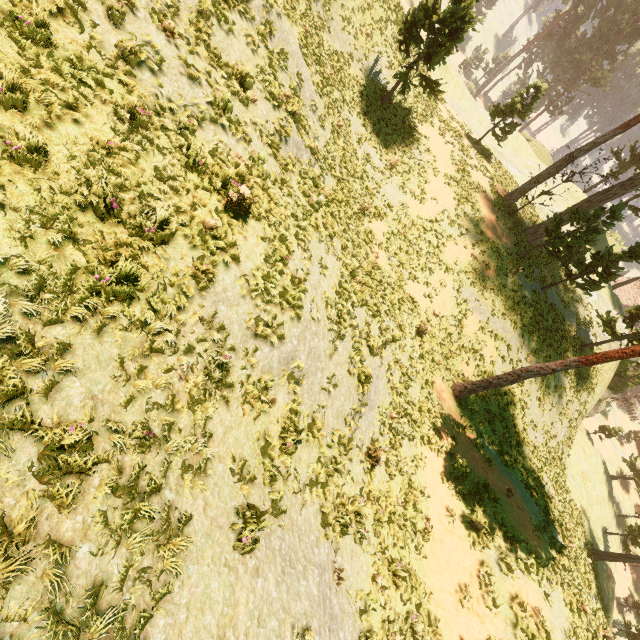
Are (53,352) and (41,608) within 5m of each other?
yes

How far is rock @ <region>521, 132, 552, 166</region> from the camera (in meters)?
50.72

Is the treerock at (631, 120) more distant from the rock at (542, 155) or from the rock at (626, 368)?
the rock at (542, 155)

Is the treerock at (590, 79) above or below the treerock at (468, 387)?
above

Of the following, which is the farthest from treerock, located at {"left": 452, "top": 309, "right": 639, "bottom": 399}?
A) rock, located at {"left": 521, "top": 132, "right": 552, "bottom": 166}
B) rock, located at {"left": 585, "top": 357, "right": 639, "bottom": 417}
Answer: rock, located at {"left": 521, "top": 132, "right": 552, "bottom": 166}

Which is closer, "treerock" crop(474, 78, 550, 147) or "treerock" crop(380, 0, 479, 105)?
→ "treerock" crop(380, 0, 479, 105)

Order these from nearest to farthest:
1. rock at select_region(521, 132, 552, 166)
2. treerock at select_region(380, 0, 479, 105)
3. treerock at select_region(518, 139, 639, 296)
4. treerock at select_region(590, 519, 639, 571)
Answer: treerock at select_region(380, 0, 479, 105) → treerock at select_region(518, 139, 639, 296) → treerock at select_region(590, 519, 639, 571) → rock at select_region(521, 132, 552, 166)
